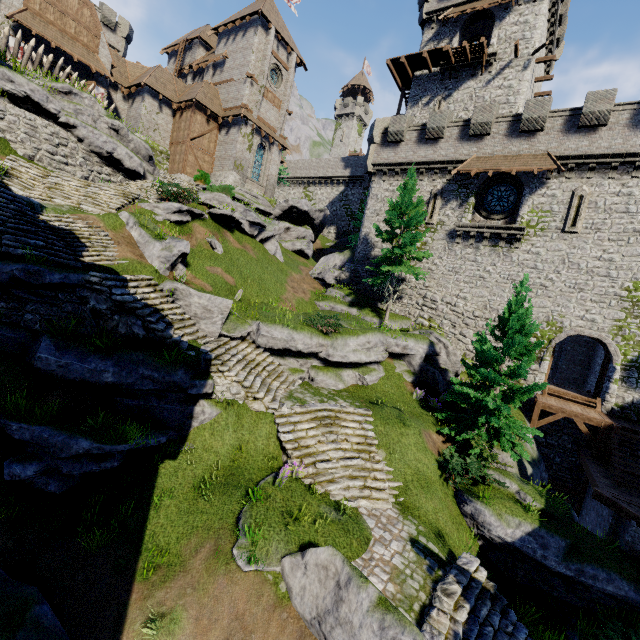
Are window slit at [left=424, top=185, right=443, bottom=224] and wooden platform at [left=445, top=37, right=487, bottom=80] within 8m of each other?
no

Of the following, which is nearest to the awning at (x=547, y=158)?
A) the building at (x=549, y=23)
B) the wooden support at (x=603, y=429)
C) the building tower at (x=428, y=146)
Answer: the building tower at (x=428, y=146)

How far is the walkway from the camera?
27.6m

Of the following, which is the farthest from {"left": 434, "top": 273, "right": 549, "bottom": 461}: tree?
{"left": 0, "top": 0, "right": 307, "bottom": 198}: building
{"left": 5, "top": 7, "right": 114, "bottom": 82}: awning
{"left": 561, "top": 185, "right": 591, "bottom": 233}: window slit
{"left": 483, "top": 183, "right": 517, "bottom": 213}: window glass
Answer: {"left": 5, "top": 7, "right": 114, "bottom": 82}: awning

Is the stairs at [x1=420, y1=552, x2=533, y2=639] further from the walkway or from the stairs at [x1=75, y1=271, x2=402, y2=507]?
the walkway

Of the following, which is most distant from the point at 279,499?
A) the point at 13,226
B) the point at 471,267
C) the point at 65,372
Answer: the point at 471,267

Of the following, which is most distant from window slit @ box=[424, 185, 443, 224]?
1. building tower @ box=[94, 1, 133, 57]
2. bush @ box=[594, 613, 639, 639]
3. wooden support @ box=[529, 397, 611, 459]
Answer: building tower @ box=[94, 1, 133, 57]

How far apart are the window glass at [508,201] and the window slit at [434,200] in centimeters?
264cm
